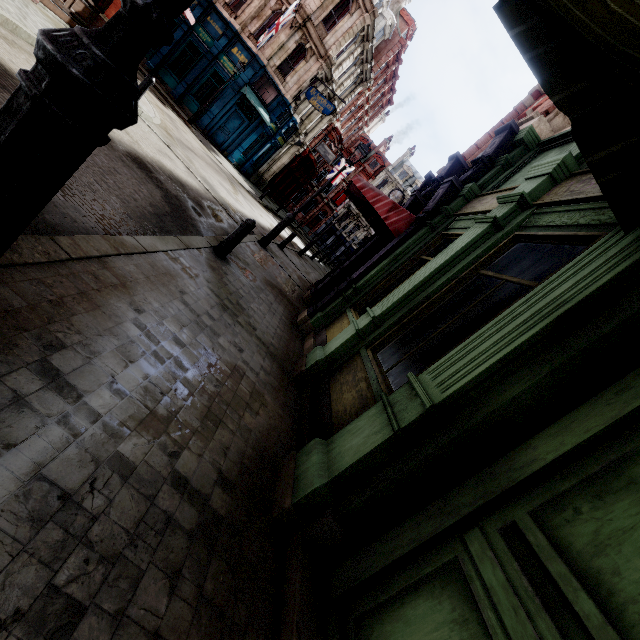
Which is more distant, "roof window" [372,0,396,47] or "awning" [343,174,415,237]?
"roof window" [372,0,396,47]

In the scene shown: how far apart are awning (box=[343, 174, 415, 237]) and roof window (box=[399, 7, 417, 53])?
30.72m

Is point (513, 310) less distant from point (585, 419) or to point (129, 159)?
point (585, 419)

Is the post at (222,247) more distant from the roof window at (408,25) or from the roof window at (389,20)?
the roof window at (408,25)

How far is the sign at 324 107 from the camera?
21.56m

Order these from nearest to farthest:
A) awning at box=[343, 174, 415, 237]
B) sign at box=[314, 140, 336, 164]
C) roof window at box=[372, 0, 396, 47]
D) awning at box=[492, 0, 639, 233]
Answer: awning at box=[492, 0, 639, 233] → awning at box=[343, 174, 415, 237] → roof window at box=[372, 0, 396, 47] → sign at box=[314, 140, 336, 164]

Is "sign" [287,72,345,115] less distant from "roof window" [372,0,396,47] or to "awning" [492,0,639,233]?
"roof window" [372,0,396,47]

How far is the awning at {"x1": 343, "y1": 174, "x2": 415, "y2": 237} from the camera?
7.4m
